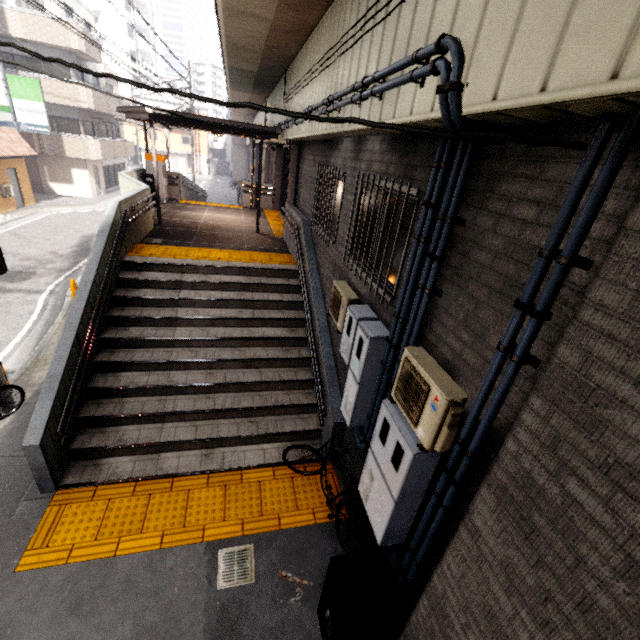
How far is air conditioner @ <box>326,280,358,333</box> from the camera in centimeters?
472cm

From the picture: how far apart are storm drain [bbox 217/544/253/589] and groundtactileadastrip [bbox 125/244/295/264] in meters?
6.0 m

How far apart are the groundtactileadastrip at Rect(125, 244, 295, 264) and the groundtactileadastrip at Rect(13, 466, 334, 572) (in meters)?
4.96

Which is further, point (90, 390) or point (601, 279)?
point (90, 390)

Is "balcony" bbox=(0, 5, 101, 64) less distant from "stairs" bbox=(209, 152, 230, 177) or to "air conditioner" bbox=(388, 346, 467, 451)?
"air conditioner" bbox=(388, 346, 467, 451)

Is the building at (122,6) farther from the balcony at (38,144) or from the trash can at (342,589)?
the trash can at (342,589)

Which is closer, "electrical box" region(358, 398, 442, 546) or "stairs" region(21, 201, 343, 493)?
"electrical box" region(358, 398, 442, 546)

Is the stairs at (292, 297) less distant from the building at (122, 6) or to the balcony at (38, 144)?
the balcony at (38, 144)
